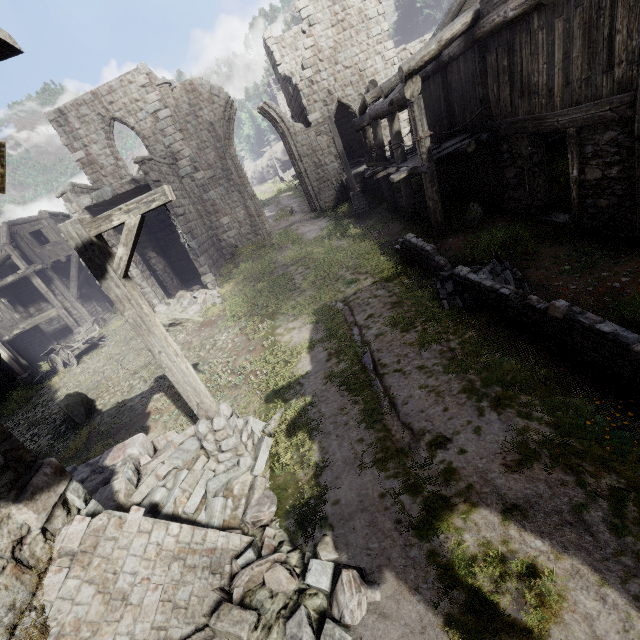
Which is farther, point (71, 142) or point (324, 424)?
point (71, 142)

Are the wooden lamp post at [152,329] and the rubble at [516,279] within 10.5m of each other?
yes

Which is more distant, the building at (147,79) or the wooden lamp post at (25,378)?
the wooden lamp post at (25,378)

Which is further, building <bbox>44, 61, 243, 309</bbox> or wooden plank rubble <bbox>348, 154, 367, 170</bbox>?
wooden plank rubble <bbox>348, 154, 367, 170</bbox>

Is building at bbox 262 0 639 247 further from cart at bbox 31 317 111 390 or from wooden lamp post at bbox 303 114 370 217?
cart at bbox 31 317 111 390

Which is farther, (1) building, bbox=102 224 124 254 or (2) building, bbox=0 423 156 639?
(1) building, bbox=102 224 124 254

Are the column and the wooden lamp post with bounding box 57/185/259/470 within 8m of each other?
no

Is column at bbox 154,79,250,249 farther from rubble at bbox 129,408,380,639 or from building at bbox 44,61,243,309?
rubble at bbox 129,408,380,639
